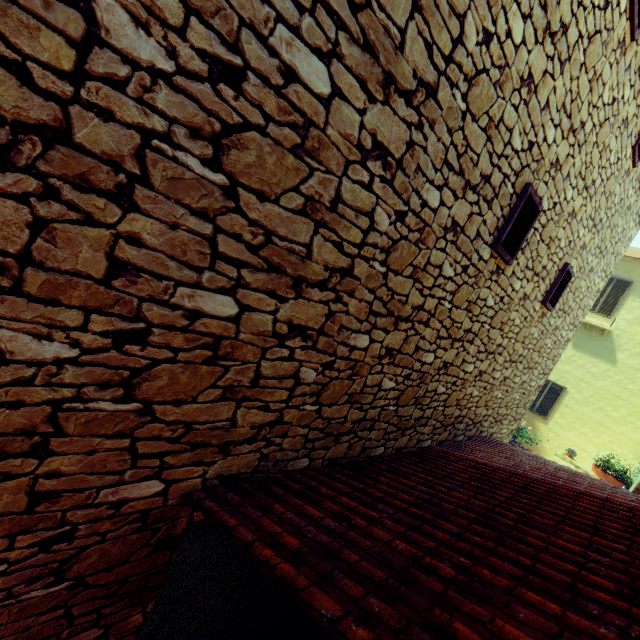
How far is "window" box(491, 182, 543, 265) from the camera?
3.24m

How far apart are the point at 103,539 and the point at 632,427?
17.0 meters

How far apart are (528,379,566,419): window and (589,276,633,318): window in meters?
3.3

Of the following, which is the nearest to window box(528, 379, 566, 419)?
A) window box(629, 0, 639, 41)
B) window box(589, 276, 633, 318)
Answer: window box(629, 0, 639, 41)

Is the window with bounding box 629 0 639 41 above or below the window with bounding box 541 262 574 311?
above

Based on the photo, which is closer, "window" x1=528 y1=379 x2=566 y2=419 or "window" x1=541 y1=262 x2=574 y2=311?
"window" x1=541 y1=262 x2=574 y2=311

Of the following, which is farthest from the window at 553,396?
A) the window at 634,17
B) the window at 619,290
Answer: the window at 619,290

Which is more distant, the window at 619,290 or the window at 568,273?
the window at 619,290
